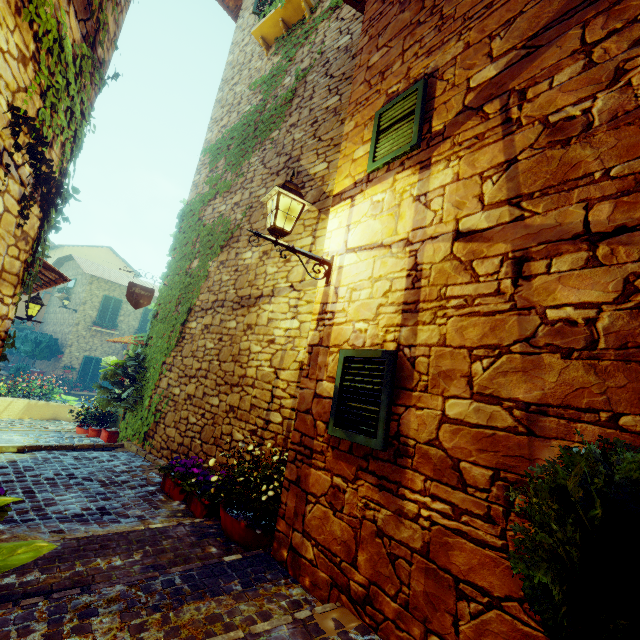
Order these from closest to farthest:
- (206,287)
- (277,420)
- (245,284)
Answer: (277,420)
(245,284)
(206,287)

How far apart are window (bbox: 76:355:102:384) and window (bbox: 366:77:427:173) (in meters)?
21.22

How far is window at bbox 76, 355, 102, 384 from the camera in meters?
18.5 m

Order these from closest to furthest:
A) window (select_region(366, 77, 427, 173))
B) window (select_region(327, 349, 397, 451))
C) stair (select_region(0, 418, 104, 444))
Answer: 1. window (select_region(327, 349, 397, 451))
2. window (select_region(366, 77, 427, 173))
3. stair (select_region(0, 418, 104, 444))

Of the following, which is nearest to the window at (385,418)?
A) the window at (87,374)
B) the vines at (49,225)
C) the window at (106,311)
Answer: the vines at (49,225)

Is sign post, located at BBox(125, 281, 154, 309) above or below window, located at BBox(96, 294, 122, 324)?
below

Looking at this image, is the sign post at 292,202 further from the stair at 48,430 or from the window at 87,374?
the window at 87,374

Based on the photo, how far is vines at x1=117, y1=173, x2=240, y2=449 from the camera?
6.2 meters
